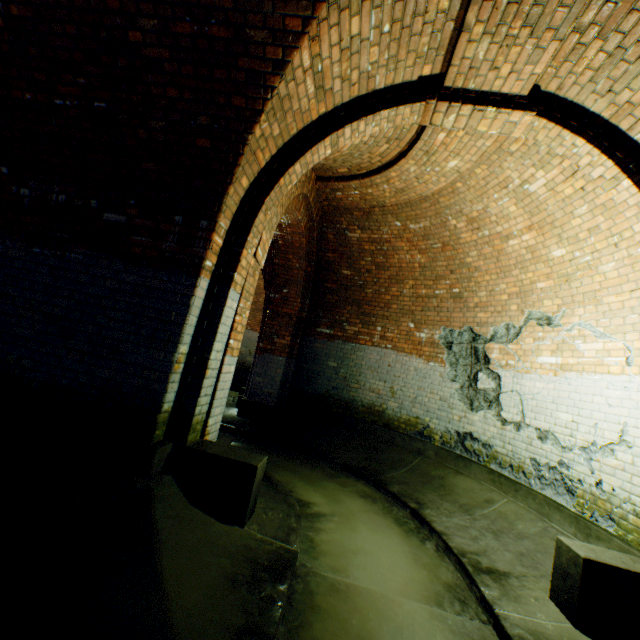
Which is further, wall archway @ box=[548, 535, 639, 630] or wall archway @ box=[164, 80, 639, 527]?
wall archway @ box=[164, 80, 639, 527]

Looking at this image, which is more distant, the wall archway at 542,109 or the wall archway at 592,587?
the wall archway at 542,109

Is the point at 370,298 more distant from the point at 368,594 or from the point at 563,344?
the point at 368,594

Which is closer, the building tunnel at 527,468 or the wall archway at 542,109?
the building tunnel at 527,468

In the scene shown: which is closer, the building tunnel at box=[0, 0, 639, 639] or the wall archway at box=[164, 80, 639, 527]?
the building tunnel at box=[0, 0, 639, 639]
